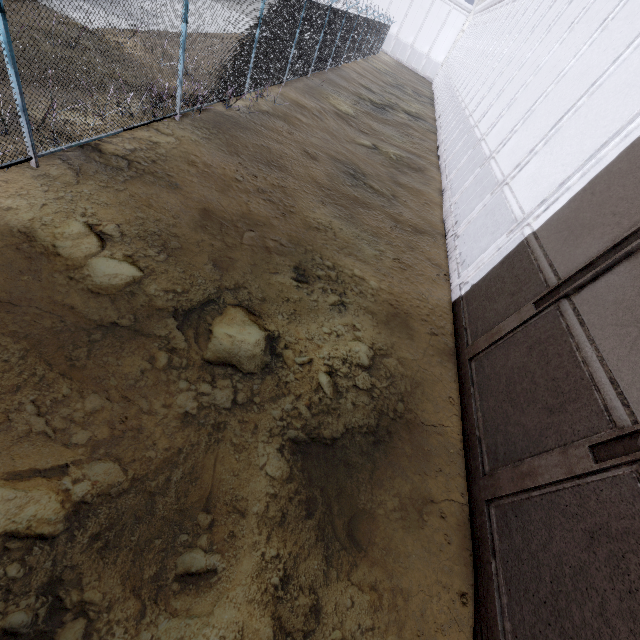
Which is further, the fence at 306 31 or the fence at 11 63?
the fence at 306 31

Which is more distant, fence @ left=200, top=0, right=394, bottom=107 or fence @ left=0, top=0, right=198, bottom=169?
fence @ left=200, top=0, right=394, bottom=107

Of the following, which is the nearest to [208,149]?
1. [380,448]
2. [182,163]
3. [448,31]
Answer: [182,163]
